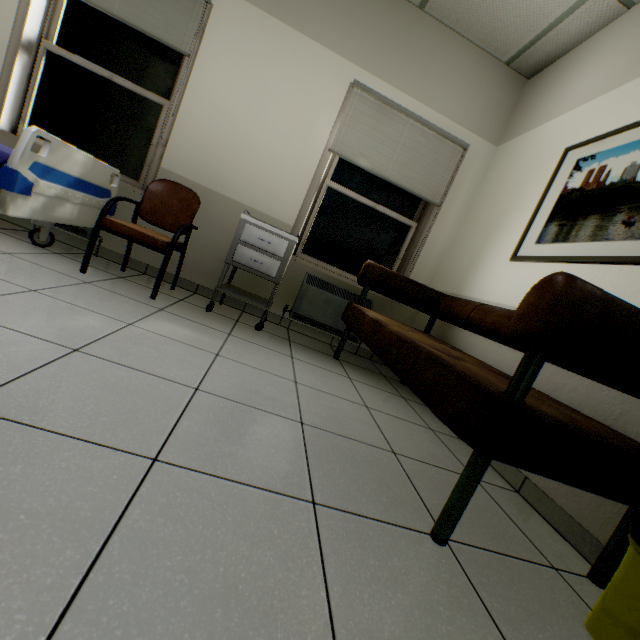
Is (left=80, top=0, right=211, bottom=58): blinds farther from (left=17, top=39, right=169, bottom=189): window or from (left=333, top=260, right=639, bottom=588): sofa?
(left=333, top=260, right=639, bottom=588): sofa

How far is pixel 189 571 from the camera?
0.67m

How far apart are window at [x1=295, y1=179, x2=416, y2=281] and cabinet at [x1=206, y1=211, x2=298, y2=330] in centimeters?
68cm

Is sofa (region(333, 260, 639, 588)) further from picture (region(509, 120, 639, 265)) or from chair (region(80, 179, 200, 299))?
chair (region(80, 179, 200, 299))

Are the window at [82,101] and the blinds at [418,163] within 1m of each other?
no

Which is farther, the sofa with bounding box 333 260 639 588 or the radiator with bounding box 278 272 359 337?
the radiator with bounding box 278 272 359 337

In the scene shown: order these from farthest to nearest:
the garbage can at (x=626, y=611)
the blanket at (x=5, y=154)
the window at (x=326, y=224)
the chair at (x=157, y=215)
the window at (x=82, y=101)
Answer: the window at (x=326, y=224) → the window at (x=82, y=101) → the chair at (x=157, y=215) → the blanket at (x=5, y=154) → the garbage can at (x=626, y=611)

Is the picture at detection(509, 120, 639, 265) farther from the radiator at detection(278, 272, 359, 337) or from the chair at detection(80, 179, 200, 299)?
the chair at detection(80, 179, 200, 299)
